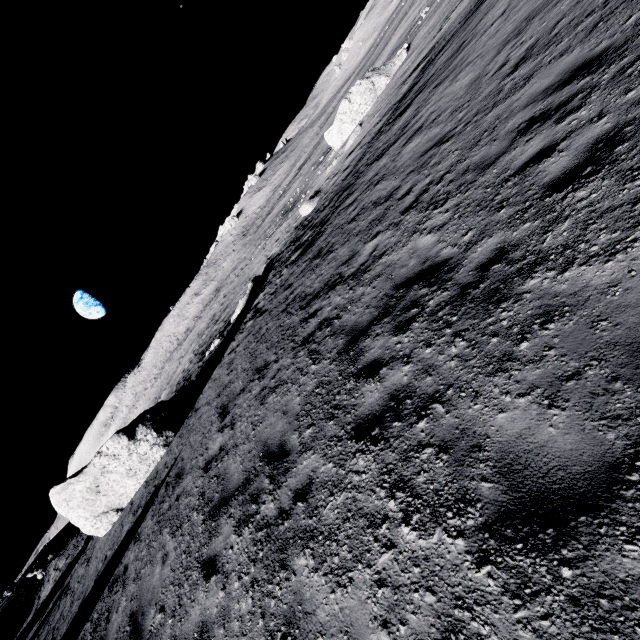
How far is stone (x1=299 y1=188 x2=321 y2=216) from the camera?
23.09m

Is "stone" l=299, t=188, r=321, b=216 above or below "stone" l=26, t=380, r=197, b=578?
below

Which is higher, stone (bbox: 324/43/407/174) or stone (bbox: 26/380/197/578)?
stone (bbox: 26/380/197/578)

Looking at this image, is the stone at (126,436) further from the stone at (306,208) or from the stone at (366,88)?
the stone at (366,88)

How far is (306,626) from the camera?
3.16m

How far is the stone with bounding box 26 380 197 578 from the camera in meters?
12.5 m

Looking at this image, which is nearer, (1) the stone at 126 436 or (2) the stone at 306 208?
(1) the stone at 126 436

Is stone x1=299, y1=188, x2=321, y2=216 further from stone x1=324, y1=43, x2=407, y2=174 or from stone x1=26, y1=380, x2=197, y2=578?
stone x1=26, y1=380, x2=197, y2=578
